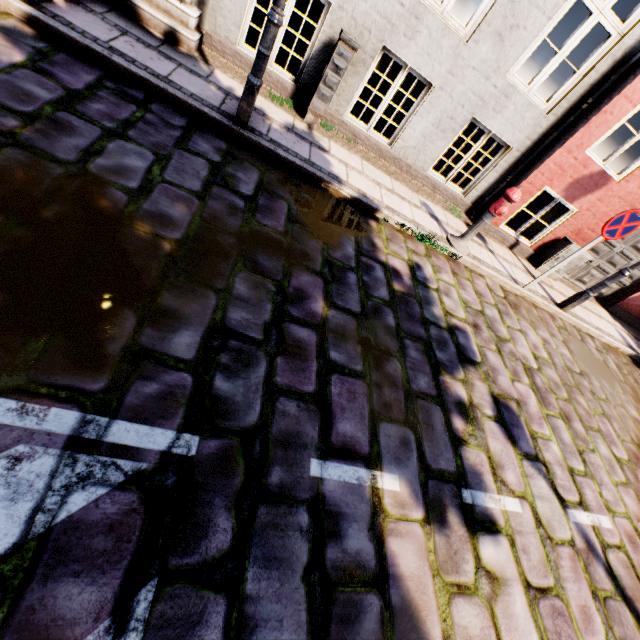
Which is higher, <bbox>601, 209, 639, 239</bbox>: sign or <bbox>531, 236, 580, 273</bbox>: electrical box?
<bbox>601, 209, 639, 239</bbox>: sign

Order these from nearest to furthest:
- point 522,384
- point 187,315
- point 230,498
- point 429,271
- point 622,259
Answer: point 230,498 < point 187,315 < point 522,384 < point 429,271 < point 622,259

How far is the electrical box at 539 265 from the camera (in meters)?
6.97

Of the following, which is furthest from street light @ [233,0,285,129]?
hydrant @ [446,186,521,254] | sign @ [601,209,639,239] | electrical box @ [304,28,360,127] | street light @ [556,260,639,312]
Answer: street light @ [556,260,639,312]

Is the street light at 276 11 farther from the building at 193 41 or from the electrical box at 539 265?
the electrical box at 539 265

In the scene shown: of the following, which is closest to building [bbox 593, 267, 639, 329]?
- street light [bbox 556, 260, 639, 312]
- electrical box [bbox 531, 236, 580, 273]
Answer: electrical box [bbox 531, 236, 580, 273]

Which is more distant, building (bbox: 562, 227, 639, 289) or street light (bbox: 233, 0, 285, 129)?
building (bbox: 562, 227, 639, 289)

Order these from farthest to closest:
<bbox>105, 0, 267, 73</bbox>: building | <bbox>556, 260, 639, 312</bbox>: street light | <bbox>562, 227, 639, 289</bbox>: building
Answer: <bbox>562, 227, 639, 289</bbox>: building
<bbox>556, 260, 639, 312</bbox>: street light
<bbox>105, 0, 267, 73</bbox>: building
